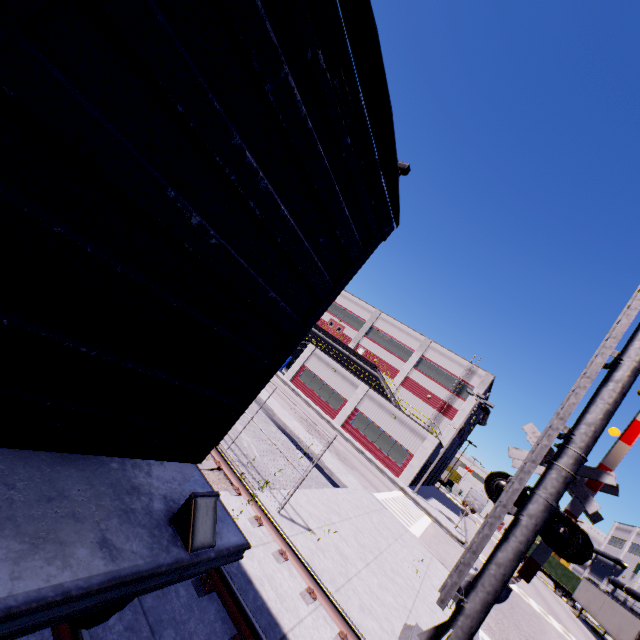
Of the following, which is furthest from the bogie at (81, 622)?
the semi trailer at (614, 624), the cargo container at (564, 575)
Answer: the cargo container at (564, 575)

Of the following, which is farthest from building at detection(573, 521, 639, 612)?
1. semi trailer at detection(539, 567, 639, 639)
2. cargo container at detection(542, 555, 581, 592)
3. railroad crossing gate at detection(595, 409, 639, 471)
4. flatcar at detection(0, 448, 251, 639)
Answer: railroad crossing gate at detection(595, 409, 639, 471)

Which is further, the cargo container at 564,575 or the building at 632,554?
the building at 632,554

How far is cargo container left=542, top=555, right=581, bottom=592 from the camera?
41.39m

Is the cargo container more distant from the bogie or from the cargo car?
the bogie

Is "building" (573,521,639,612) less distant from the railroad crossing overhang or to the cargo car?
the cargo car

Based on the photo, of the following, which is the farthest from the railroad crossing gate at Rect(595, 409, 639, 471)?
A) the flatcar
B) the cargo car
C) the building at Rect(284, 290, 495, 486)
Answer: the flatcar

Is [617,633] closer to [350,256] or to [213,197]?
[350,256]
